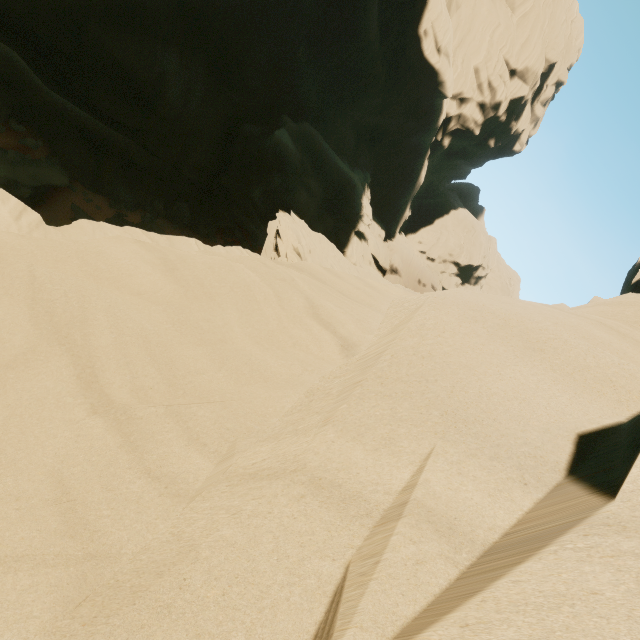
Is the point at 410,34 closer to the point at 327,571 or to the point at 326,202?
the point at 326,202
